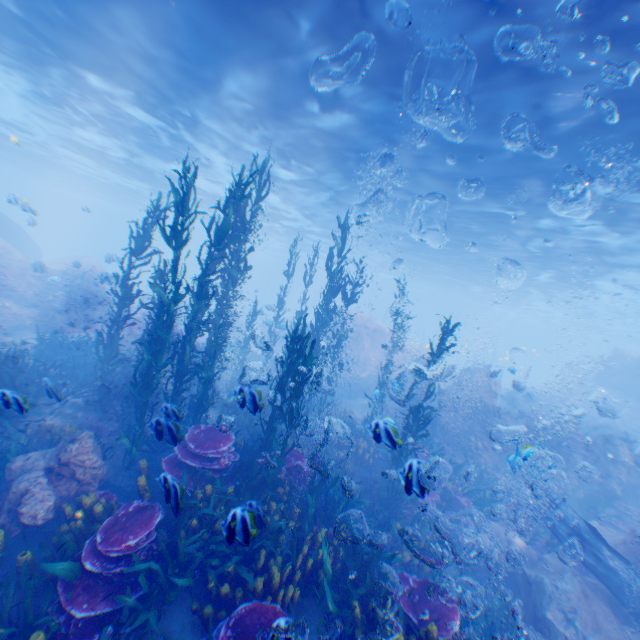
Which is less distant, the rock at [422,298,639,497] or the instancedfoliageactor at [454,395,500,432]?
the rock at [422,298,639,497]

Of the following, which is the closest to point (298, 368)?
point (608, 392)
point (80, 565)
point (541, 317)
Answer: point (80, 565)

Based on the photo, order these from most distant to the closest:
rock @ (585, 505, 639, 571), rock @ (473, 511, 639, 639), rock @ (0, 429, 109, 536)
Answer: rock @ (585, 505, 639, 571), rock @ (473, 511, 639, 639), rock @ (0, 429, 109, 536)

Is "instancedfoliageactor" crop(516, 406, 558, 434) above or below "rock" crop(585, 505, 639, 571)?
above

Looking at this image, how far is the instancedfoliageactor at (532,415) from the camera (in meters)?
14.45

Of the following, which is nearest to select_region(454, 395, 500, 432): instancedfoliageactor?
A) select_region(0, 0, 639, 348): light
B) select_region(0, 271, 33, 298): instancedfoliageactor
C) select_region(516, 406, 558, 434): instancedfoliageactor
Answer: select_region(516, 406, 558, 434): instancedfoliageactor

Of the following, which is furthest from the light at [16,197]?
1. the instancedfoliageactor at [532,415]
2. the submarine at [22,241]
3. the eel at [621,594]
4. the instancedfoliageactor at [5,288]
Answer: the instancedfoliageactor at [532,415]

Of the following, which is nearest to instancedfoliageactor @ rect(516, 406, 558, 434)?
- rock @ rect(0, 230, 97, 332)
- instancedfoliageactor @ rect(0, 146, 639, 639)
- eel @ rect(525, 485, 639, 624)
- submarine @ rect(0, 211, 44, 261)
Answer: rock @ rect(0, 230, 97, 332)
